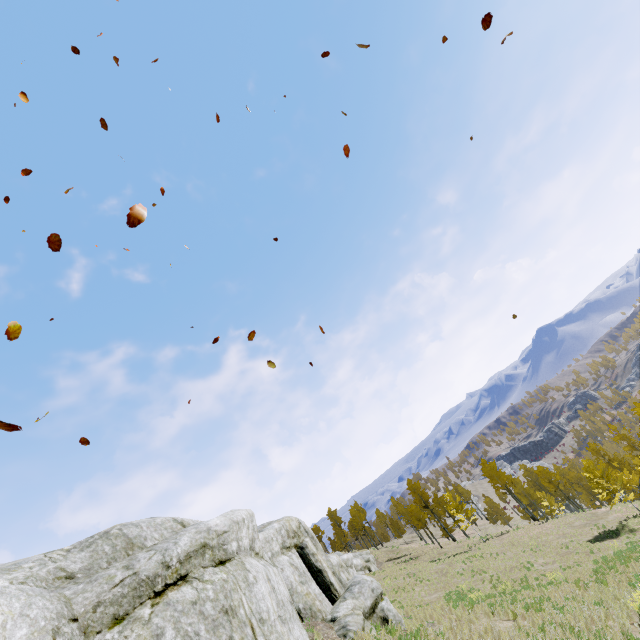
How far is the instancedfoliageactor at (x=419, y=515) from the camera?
46.7 meters

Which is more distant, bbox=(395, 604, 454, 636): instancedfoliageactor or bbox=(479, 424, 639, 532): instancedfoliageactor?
bbox=(479, 424, 639, 532): instancedfoliageactor

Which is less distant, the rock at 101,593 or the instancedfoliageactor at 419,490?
the rock at 101,593

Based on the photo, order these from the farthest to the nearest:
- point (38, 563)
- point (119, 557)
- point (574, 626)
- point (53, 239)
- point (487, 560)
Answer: point (487, 560), point (574, 626), point (119, 557), point (38, 563), point (53, 239)

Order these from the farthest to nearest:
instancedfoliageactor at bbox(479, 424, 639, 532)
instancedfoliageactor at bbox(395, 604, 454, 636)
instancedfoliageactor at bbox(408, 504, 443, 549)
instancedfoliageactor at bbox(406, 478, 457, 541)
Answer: instancedfoliageactor at bbox(406, 478, 457, 541)
instancedfoliageactor at bbox(408, 504, 443, 549)
instancedfoliageactor at bbox(479, 424, 639, 532)
instancedfoliageactor at bbox(395, 604, 454, 636)

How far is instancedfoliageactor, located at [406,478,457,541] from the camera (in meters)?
49.50
